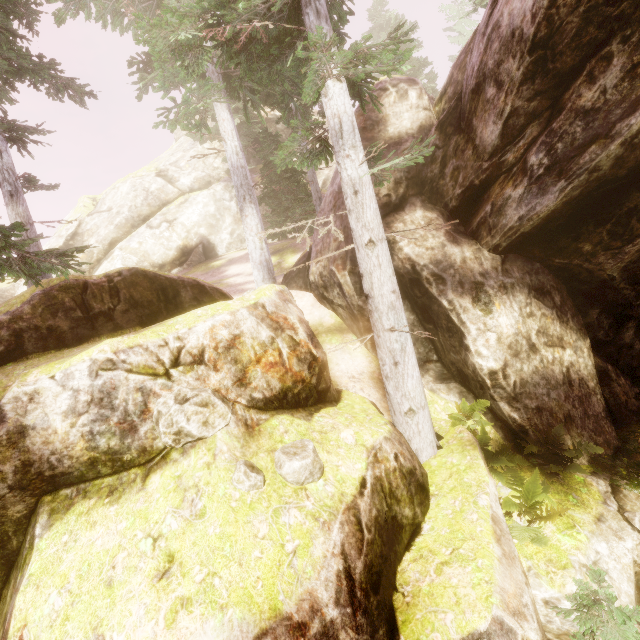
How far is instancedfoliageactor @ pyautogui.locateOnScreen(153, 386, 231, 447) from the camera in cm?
424

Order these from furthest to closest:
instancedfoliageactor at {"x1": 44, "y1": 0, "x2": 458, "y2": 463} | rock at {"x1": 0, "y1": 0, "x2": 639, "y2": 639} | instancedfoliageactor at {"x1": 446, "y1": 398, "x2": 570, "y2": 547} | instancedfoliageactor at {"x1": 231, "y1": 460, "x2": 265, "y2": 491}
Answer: instancedfoliageactor at {"x1": 44, "y1": 0, "x2": 458, "y2": 463} < instancedfoliageactor at {"x1": 446, "y1": 398, "x2": 570, "y2": 547} < instancedfoliageactor at {"x1": 231, "y1": 460, "x2": 265, "y2": 491} < rock at {"x1": 0, "y1": 0, "x2": 639, "y2": 639}

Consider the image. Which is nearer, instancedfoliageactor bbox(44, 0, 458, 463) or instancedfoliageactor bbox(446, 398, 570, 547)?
instancedfoliageactor bbox(446, 398, 570, 547)

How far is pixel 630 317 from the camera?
8.5 meters

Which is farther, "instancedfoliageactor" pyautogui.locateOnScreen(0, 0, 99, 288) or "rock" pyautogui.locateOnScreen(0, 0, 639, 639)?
"instancedfoliageactor" pyautogui.locateOnScreen(0, 0, 99, 288)

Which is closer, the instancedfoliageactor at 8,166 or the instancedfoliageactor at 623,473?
the instancedfoliageactor at 8,166

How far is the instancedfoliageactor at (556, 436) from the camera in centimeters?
644cm
